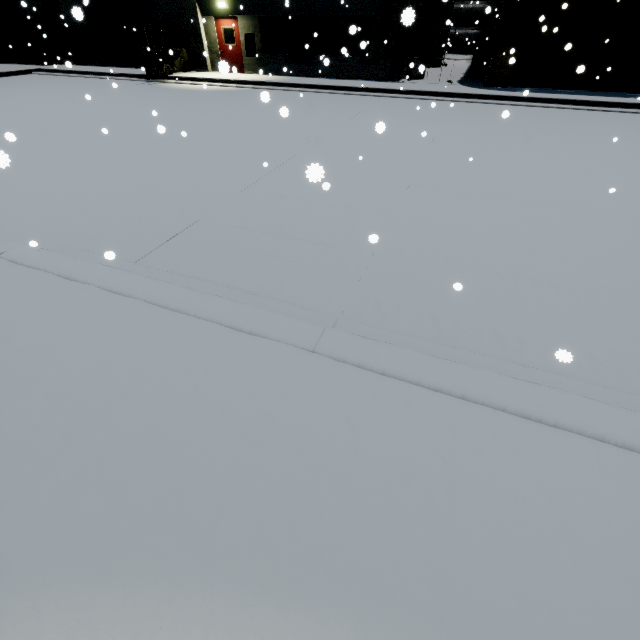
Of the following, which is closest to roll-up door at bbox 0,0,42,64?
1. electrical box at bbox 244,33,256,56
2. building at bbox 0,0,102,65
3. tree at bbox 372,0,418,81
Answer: building at bbox 0,0,102,65

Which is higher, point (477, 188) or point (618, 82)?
point (618, 82)

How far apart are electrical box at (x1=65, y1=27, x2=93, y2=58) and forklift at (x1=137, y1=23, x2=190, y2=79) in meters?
7.4

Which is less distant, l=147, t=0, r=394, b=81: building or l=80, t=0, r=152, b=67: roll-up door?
l=147, t=0, r=394, b=81: building

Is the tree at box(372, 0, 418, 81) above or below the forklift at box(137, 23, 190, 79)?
above

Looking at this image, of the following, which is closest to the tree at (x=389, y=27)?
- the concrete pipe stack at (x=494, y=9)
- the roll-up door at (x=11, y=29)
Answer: the roll-up door at (x=11, y=29)

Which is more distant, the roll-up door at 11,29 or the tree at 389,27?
the roll-up door at 11,29

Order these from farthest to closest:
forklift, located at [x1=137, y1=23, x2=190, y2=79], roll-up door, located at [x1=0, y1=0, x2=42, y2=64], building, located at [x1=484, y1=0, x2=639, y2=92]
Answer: roll-up door, located at [x1=0, y1=0, x2=42, y2=64] < forklift, located at [x1=137, y1=23, x2=190, y2=79] < building, located at [x1=484, y1=0, x2=639, y2=92]
